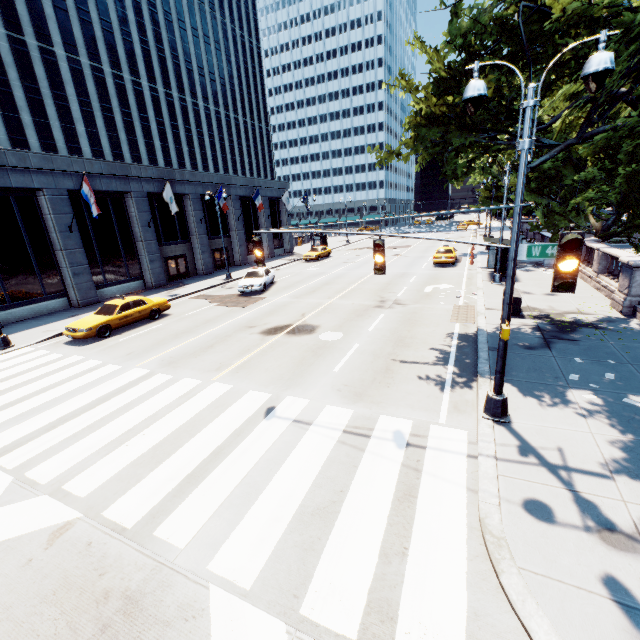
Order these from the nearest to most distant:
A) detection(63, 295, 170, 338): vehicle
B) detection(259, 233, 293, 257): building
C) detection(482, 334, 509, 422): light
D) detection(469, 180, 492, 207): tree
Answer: detection(482, 334, 509, 422): light → detection(63, 295, 170, 338): vehicle → detection(469, 180, 492, 207): tree → detection(259, 233, 293, 257): building

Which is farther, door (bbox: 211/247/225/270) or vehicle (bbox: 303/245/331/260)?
vehicle (bbox: 303/245/331/260)

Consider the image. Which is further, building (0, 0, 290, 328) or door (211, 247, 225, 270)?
door (211, 247, 225, 270)

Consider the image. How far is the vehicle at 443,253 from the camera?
27.7m

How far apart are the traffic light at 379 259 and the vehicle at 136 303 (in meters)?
14.50

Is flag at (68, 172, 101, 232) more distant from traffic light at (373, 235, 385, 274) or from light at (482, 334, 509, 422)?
traffic light at (373, 235, 385, 274)

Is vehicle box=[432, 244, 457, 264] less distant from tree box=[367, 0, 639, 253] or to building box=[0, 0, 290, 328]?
tree box=[367, 0, 639, 253]

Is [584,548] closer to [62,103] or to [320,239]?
[320,239]
